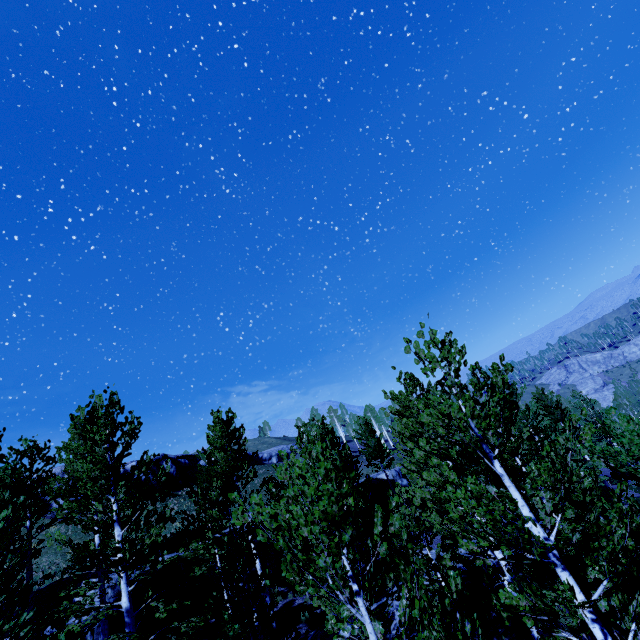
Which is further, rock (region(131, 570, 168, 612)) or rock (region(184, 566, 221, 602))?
rock (region(184, 566, 221, 602))

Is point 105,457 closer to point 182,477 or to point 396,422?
point 182,477

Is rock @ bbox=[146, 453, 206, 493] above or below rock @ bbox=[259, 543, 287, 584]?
above

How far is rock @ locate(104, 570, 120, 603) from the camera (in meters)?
15.20

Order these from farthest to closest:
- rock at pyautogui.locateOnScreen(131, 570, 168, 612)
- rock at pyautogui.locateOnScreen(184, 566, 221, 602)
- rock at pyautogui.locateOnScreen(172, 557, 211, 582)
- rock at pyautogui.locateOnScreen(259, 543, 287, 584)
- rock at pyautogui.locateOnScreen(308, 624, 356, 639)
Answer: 1. rock at pyautogui.locateOnScreen(259, 543, 287, 584)
2. rock at pyautogui.locateOnScreen(172, 557, 211, 582)
3. rock at pyautogui.locateOnScreen(184, 566, 221, 602)
4. rock at pyautogui.locateOnScreen(131, 570, 168, 612)
5. rock at pyautogui.locateOnScreen(308, 624, 356, 639)

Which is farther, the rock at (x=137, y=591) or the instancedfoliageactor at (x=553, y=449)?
the rock at (x=137, y=591)

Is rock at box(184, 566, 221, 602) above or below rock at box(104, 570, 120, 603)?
below

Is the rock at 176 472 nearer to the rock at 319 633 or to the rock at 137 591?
the rock at 137 591
